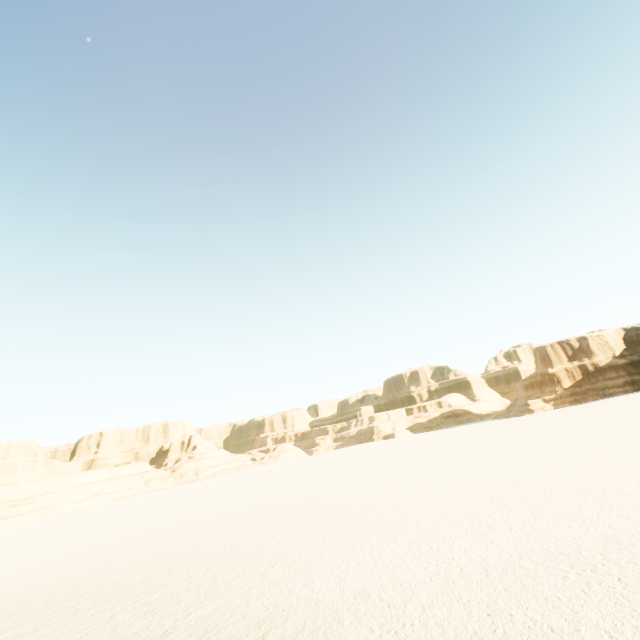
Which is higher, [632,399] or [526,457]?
[632,399]
